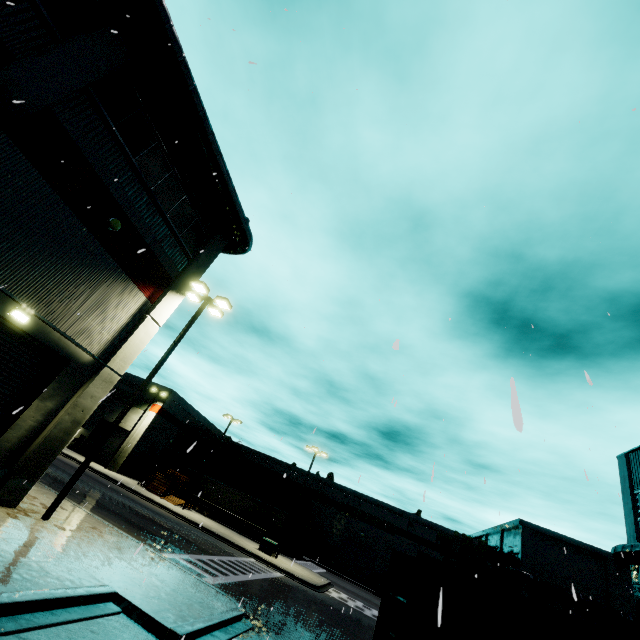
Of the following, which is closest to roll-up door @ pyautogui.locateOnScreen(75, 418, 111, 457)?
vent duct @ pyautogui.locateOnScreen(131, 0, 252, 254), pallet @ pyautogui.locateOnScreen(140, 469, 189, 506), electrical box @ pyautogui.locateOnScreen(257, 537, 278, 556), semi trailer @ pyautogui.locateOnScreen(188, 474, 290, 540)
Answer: semi trailer @ pyautogui.locateOnScreen(188, 474, 290, 540)

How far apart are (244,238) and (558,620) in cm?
1670

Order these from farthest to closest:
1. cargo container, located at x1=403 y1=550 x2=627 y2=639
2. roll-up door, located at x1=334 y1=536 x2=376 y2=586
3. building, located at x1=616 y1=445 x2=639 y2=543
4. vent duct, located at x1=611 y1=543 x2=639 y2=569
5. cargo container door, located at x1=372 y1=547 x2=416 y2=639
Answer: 1. roll-up door, located at x1=334 y1=536 x2=376 y2=586
2. building, located at x1=616 y1=445 x2=639 y2=543
3. vent duct, located at x1=611 y1=543 x2=639 y2=569
4. cargo container door, located at x1=372 y1=547 x2=416 y2=639
5. cargo container, located at x1=403 y1=550 x2=627 y2=639

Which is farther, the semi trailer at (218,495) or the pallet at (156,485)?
the semi trailer at (218,495)

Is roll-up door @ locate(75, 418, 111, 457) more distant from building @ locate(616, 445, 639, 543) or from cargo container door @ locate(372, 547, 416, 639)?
cargo container door @ locate(372, 547, 416, 639)

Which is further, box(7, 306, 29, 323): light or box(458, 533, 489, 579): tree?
box(458, 533, 489, 579): tree

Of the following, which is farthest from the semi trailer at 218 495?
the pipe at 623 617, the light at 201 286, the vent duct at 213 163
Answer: the pipe at 623 617

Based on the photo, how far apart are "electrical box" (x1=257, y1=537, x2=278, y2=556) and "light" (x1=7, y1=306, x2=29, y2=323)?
28.0 meters
